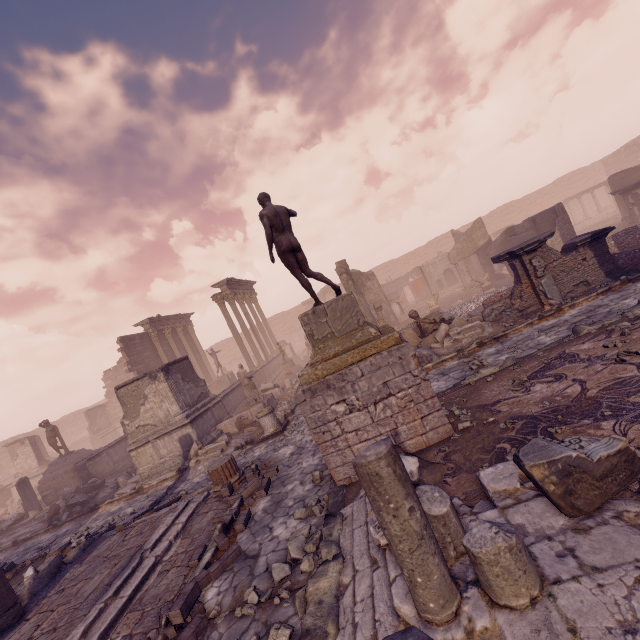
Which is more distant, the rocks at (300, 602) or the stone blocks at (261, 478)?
the stone blocks at (261, 478)

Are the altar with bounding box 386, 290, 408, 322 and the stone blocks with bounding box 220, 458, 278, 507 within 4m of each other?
no

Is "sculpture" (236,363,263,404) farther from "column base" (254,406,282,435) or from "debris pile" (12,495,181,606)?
"debris pile" (12,495,181,606)

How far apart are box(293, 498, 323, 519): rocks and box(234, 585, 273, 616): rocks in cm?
24

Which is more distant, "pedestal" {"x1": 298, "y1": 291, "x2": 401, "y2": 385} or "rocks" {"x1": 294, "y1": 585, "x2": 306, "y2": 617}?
"pedestal" {"x1": 298, "y1": 291, "x2": 401, "y2": 385}

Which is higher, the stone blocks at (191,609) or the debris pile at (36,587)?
the debris pile at (36,587)

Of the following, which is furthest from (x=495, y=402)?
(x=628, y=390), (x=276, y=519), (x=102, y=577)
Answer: (x=102, y=577)

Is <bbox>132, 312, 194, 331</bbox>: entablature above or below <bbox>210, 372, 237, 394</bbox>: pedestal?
above
